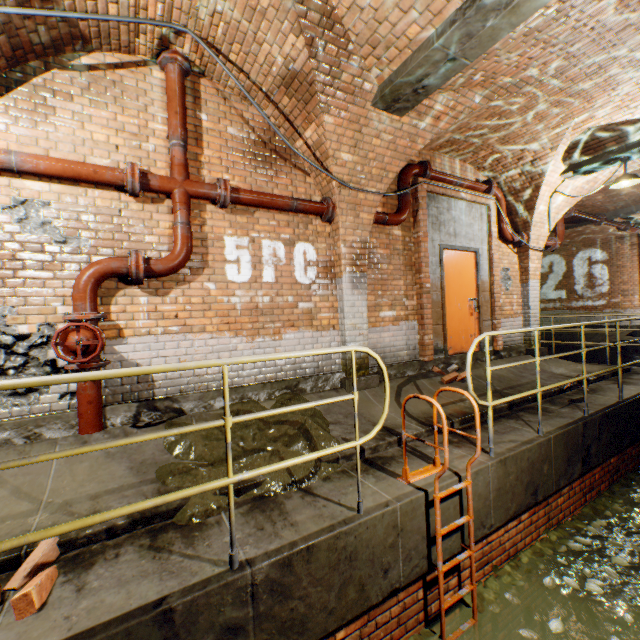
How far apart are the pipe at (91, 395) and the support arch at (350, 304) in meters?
3.0 m

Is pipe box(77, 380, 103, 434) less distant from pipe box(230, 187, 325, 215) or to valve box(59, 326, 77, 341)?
valve box(59, 326, 77, 341)

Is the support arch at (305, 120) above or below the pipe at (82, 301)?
above

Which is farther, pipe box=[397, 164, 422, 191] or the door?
the door

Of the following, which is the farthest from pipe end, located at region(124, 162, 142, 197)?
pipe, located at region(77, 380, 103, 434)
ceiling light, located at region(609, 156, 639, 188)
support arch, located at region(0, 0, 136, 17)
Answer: ceiling light, located at region(609, 156, 639, 188)

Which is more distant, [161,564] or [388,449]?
[388,449]

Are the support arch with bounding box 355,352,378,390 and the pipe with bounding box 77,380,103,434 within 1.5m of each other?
no

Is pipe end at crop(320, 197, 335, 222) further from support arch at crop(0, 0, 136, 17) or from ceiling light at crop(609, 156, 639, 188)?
ceiling light at crop(609, 156, 639, 188)
